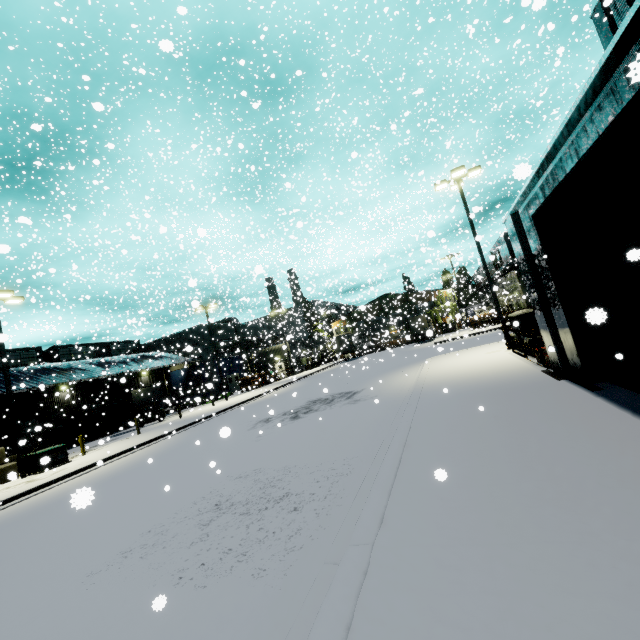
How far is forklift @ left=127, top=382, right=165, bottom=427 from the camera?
28.8 meters

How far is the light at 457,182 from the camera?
16.88m

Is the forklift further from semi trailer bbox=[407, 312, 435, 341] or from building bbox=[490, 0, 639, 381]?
semi trailer bbox=[407, 312, 435, 341]

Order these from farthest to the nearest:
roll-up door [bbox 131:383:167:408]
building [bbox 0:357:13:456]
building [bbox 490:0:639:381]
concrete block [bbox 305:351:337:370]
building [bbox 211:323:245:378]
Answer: concrete block [bbox 305:351:337:370]
building [bbox 211:323:245:378]
roll-up door [bbox 131:383:167:408]
building [bbox 0:357:13:456]
building [bbox 490:0:639:381]

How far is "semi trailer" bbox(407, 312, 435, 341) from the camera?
33.9m

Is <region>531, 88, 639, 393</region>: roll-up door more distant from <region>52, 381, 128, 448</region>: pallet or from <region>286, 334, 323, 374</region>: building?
<region>52, 381, 128, 448</region>: pallet

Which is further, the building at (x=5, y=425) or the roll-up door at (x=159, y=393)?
the roll-up door at (x=159, y=393)

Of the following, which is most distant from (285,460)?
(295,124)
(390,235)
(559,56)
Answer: (295,124)
